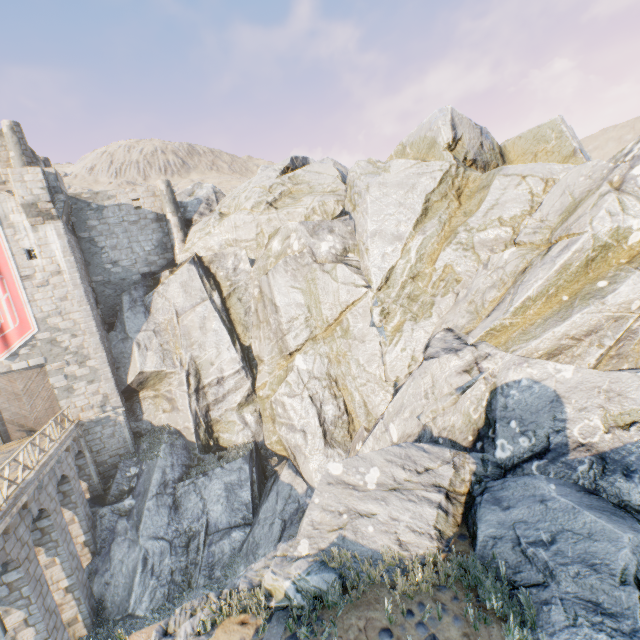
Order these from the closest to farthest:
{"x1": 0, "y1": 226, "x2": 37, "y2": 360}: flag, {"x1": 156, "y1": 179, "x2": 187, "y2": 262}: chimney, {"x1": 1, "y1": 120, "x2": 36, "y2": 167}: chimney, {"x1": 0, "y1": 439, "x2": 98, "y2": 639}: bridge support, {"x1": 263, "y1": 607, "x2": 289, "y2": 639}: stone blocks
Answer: {"x1": 263, "y1": 607, "x2": 289, "y2": 639}: stone blocks < {"x1": 0, "y1": 439, "x2": 98, "y2": 639}: bridge support < {"x1": 0, "y1": 226, "x2": 37, "y2": 360}: flag < {"x1": 1, "y1": 120, "x2": 36, "y2": 167}: chimney < {"x1": 156, "y1": 179, "x2": 187, "y2": 262}: chimney

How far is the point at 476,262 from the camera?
13.8m

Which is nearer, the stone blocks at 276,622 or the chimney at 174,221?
the stone blocks at 276,622

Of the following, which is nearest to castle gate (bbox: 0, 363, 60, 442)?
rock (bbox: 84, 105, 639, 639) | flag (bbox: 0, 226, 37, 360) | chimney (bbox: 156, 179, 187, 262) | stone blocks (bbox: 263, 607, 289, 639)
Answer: flag (bbox: 0, 226, 37, 360)

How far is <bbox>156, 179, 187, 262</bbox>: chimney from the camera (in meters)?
23.36

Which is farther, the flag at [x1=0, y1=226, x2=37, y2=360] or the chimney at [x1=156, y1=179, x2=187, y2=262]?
the chimney at [x1=156, y1=179, x2=187, y2=262]

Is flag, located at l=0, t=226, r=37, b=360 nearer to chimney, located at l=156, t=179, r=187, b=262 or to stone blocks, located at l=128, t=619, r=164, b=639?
stone blocks, located at l=128, t=619, r=164, b=639

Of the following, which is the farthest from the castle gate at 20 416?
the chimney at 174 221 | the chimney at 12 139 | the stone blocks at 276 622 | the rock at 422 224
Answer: the stone blocks at 276 622
